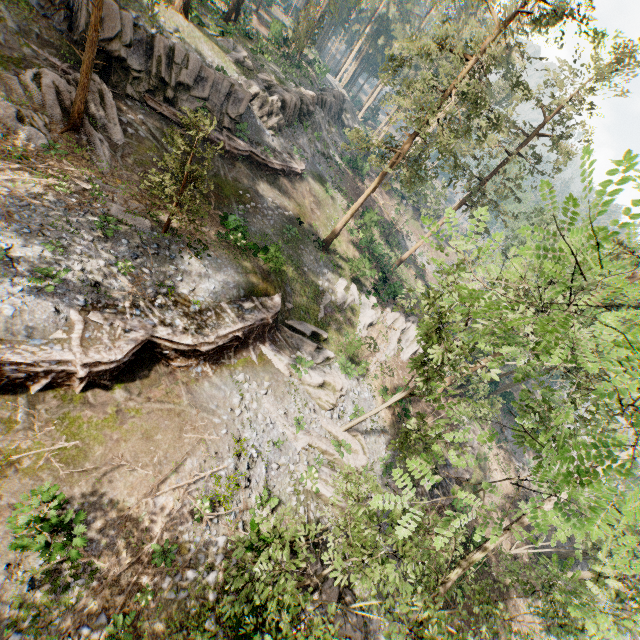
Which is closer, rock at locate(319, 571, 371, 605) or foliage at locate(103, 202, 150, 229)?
rock at locate(319, 571, 371, 605)

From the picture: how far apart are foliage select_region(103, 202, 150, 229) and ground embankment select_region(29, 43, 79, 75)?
8.62m

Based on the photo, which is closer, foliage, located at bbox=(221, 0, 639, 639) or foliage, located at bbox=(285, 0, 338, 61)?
foliage, located at bbox=(221, 0, 639, 639)

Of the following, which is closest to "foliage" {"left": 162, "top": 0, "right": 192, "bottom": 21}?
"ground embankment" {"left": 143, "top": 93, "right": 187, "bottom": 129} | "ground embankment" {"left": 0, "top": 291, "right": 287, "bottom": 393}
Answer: "ground embankment" {"left": 0, "top": 291, "right": 287, "bottom": 393}

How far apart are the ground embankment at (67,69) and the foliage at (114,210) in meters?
8.6 m

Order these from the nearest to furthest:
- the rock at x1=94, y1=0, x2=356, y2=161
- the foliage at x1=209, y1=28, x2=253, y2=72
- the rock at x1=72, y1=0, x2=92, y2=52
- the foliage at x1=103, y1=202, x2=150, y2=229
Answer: the foliage at x1=103, y1=202, x2=150, y2=229 < the rock at x1=72, y1=0, x2=92, y2=52 < the rock at x1=94, y1=0, x2=356, y2=161 < the foliage at x1=209, y1=28, x2=253, y2=72

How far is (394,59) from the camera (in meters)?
19.64

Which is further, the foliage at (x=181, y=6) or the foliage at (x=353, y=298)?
the foliage at (x=353, y=298)
